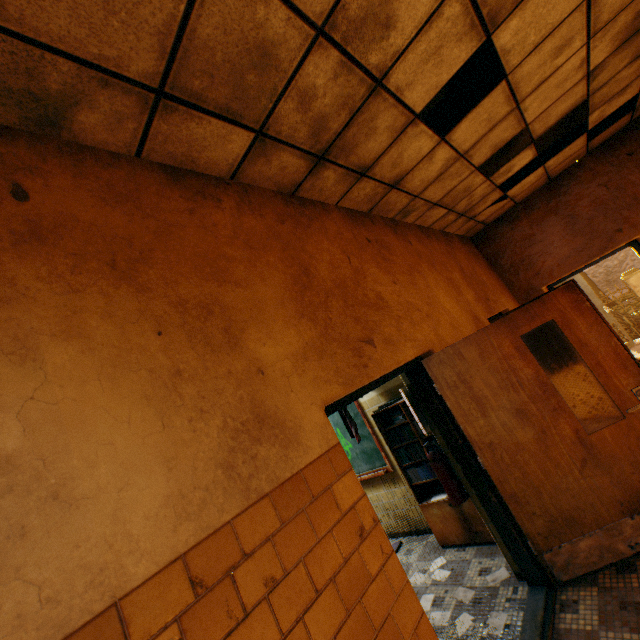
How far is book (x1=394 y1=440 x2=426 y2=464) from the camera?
4.06m

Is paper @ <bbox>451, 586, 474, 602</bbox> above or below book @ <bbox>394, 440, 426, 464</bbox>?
below

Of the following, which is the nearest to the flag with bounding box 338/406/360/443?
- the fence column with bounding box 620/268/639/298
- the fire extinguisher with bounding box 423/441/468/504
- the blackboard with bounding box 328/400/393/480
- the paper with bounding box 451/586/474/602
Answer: the blackboard with bounding box 328/400/393/480

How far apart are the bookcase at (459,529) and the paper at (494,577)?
0.4 meters

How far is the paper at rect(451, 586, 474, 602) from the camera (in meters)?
3.06

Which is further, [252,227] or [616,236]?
[616,236]

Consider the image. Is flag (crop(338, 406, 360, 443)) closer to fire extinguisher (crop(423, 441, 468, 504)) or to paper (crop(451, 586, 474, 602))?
fire extinguisher (crop(423, 441, 468, 504))

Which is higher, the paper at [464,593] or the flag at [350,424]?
the flag at [350,424]
